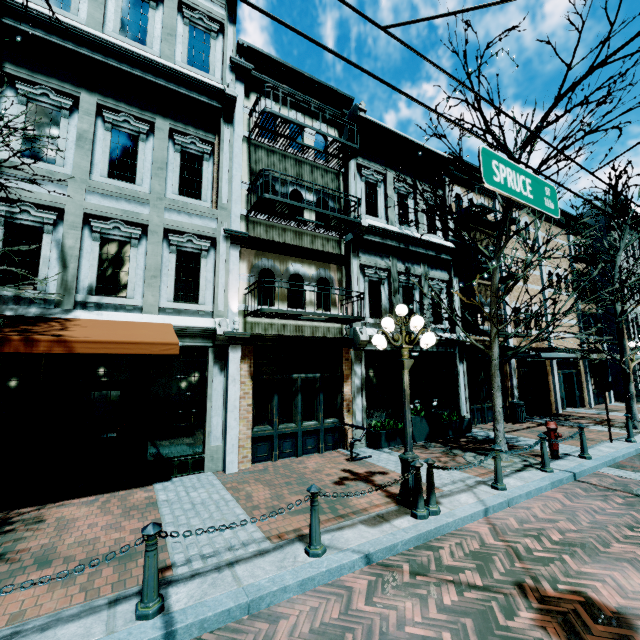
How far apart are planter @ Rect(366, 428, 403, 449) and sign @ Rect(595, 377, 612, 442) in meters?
5.1 m

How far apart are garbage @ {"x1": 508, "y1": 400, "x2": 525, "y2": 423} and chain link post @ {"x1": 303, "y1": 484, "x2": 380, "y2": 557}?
12.60m

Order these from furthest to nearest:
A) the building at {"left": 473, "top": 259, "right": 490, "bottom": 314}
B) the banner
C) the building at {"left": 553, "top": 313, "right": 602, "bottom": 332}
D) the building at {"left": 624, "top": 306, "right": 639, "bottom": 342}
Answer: the building at {"left": 624, "top": 306, "right": 639, "bottom": 342}, the building at {"left": 553, "top": 313, "right": 602, "bottom": 332}, the building at {"left": 473, "top": 259, "right": 490, "bottom": 314}, the banner

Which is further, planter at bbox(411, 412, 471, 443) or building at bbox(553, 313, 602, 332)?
building at bbox(553, 313, 602, 332)

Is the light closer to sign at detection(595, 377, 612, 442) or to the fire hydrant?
the fire hydrant

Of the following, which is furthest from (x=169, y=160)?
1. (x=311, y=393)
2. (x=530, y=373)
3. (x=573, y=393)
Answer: (x=573, y=393)

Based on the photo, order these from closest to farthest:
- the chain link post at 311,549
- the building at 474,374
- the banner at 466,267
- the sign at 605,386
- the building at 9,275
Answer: the chain link post at 311,549, the building at 9,275, the sign at 605,386, the building at 474,374, the banner at 466,267

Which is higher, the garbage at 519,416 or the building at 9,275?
the building at 9,275
